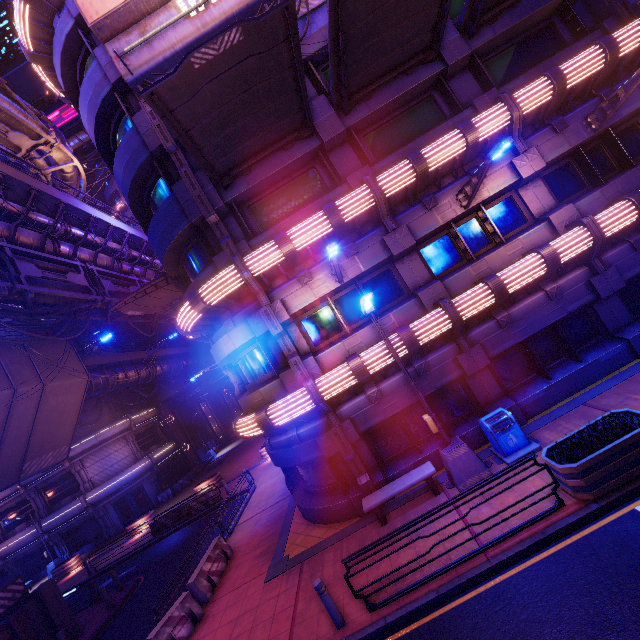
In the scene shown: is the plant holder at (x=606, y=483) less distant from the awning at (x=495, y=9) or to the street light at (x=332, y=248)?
the street light at (x=332, y=248)

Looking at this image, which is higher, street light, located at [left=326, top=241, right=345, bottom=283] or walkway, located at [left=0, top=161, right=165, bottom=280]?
walkway, located at [left=0, top=161, right=165, bottom=280]

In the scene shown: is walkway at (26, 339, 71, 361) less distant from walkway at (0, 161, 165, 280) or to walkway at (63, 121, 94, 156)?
walkway at (0, 161, 165, 280)

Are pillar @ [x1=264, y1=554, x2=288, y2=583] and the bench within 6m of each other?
yes

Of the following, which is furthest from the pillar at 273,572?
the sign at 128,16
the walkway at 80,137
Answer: the walkway at 80,137

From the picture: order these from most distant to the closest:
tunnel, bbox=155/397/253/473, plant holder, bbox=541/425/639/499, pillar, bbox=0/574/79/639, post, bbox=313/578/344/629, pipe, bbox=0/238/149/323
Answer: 1. tunnel, bbox=155/397/253/473
2. pipe, bbox=0/238/149/323
3. pillar, bbox=0/574/79/639
4. post, bbox=313/578/344/629
5. plant holder, bbox=541/425/639/499

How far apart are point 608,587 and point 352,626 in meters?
5.0 m

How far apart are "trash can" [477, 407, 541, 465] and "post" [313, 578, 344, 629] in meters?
5.7 m
